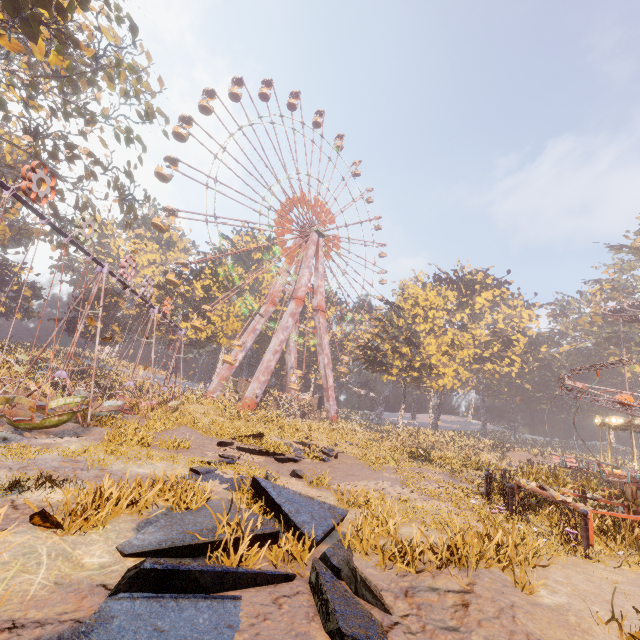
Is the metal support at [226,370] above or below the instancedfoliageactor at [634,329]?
below

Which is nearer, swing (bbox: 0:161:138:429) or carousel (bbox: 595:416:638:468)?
swing (bbox: 0:161:138:429)

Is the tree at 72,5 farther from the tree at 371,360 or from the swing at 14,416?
the tree at 371,360

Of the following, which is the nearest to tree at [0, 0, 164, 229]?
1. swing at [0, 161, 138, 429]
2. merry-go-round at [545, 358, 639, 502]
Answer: swing at [0, 161, 138, 429]

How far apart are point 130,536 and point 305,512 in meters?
2.5

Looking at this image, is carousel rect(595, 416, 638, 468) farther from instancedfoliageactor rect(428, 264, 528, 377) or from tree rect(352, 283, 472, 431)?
tree rect(352, 283, 472, 431)

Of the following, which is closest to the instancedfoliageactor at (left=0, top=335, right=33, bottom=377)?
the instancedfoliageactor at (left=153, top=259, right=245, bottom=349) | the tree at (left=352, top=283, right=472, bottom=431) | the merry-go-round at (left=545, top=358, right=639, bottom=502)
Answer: the instancedfoliageactor at (left=153, top=259, right=245, bottom=349)

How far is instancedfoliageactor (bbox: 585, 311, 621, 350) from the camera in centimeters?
5012cm
